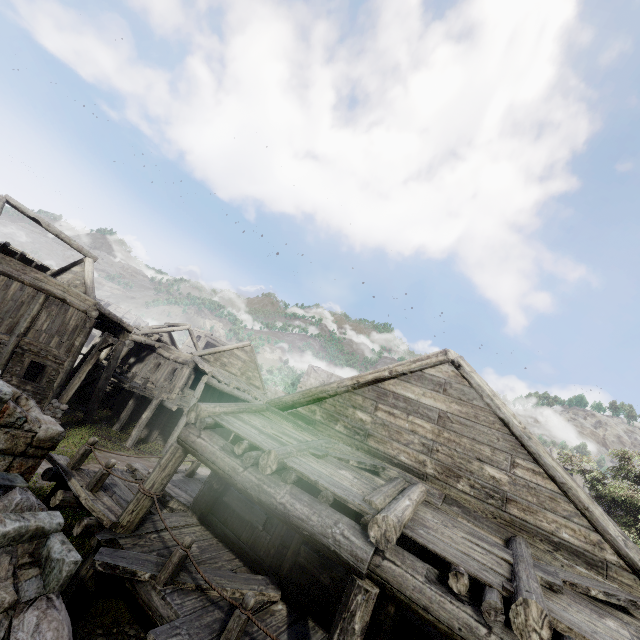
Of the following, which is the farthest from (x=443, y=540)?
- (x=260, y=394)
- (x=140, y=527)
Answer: (x=260, y=394)

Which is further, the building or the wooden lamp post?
the wooden lamp post

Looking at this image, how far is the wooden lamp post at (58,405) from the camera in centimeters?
1407cm

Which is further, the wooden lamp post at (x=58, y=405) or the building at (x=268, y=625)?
the wooden lamp post at (x=58, y=405)

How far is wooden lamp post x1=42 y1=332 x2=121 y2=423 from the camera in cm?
1407
